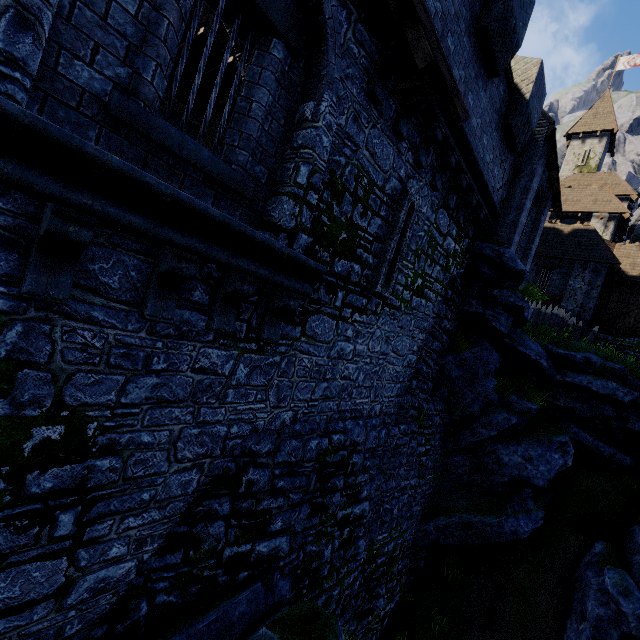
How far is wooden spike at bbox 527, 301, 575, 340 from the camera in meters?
17.2

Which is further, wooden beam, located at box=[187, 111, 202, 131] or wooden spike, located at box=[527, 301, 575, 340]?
wooden spike, located at box=[527, 301, 575, 340]

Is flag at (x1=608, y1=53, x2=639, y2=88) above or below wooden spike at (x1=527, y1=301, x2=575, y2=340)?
above

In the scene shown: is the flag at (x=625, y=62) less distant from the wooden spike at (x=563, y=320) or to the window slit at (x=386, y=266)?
the wooden spike at (x=563, y=320)

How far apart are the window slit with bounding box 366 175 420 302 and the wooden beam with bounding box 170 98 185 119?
5.49m

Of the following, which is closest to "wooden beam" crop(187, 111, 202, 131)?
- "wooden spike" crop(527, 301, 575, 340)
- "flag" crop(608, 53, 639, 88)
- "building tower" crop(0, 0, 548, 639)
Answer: "building tower" crop(0, 0, 548, 639)

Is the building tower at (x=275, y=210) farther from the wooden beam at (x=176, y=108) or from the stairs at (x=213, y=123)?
the wooden beam at (x=176, y=108)

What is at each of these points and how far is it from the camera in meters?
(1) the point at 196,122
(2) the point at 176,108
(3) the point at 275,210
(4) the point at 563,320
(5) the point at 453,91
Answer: (1) wooden beam, 8.4
(2) wooden beam, 7.9
(3) building tower, 4.8
(4) wooden spike, 17.5
(5) awning, 5.0
